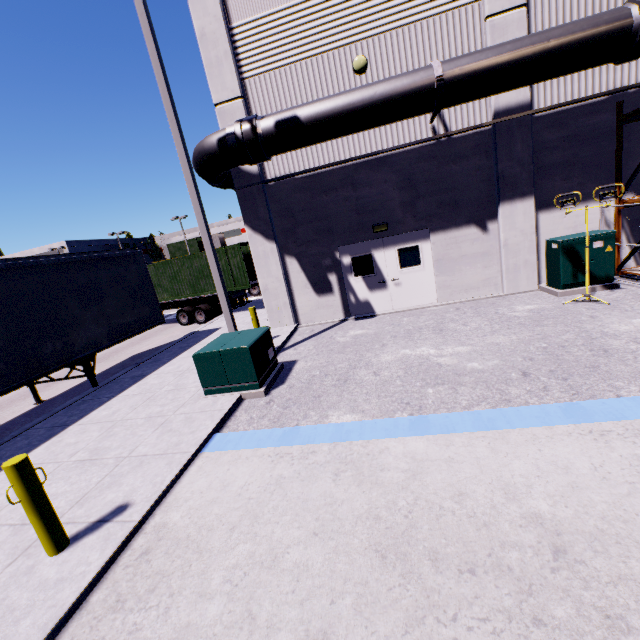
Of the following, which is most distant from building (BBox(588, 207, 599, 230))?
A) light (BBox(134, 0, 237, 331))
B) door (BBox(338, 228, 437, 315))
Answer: light (BBox(134, 0, 237, 331))

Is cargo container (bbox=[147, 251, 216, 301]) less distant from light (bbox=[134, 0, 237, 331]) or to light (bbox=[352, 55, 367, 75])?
light (bbox=[134, 0, 237, 331])

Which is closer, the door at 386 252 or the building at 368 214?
the building at 368 214

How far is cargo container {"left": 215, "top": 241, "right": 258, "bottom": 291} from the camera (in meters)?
15.24

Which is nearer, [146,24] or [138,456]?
[138,456]

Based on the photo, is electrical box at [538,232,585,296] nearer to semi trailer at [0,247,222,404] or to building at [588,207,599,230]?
building at [588,207,599,230]

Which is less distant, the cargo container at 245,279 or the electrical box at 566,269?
the electrical box at 566,269

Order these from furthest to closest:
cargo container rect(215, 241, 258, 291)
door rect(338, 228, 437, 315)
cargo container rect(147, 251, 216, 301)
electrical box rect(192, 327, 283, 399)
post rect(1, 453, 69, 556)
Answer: cargo container rect(147, 251, 216, 301) → cargo container rect(215, 241, 258, 291) → door rect(338, 228, 437, 315) → electrical box rect(192, 327, 283, 399) → post rect(1, 453, 69, 556)
